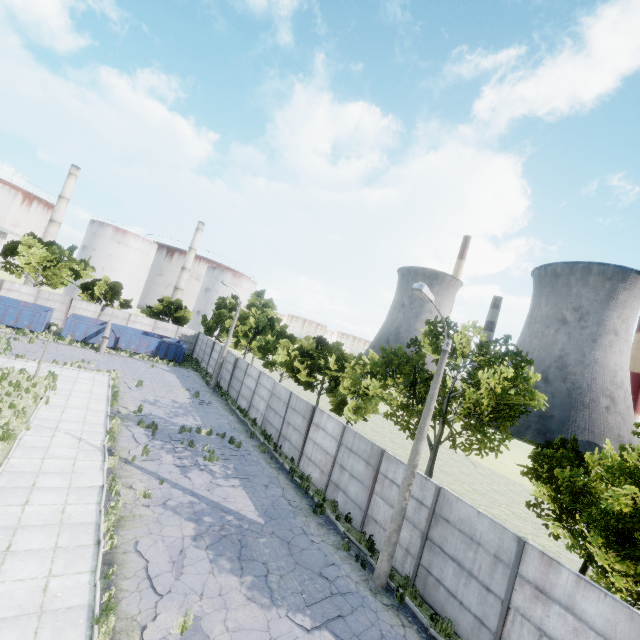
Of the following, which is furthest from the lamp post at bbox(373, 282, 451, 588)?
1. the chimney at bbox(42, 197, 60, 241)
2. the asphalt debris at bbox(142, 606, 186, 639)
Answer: the chimney at bbox(42, 197, 60, 241)

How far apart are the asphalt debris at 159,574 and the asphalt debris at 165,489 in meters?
1.7 m

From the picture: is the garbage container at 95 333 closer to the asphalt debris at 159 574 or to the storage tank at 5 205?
the asphalt debris at 159 574

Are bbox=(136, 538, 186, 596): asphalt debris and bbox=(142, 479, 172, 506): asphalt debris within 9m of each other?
yes

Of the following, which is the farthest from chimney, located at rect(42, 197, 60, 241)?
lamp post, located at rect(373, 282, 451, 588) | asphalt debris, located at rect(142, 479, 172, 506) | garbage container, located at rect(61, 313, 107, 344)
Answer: lamp post, located at rect(373, 282, 451, 588)

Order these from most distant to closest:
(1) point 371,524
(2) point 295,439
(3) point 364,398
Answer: (3) point 364,398
(2) point 295,439
(1) point 371,524

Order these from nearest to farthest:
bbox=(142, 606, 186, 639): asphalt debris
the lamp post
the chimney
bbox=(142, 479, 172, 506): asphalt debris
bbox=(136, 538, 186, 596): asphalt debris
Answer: bbox=(142, 606, 186, 639): asphalt debris, bbox=(136, 538, 186, 596): asphalt debris, the lamp post, bbox=(142, 479, 172, 506): asphalt debris, the chimney

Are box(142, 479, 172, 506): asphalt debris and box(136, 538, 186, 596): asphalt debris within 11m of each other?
yes
